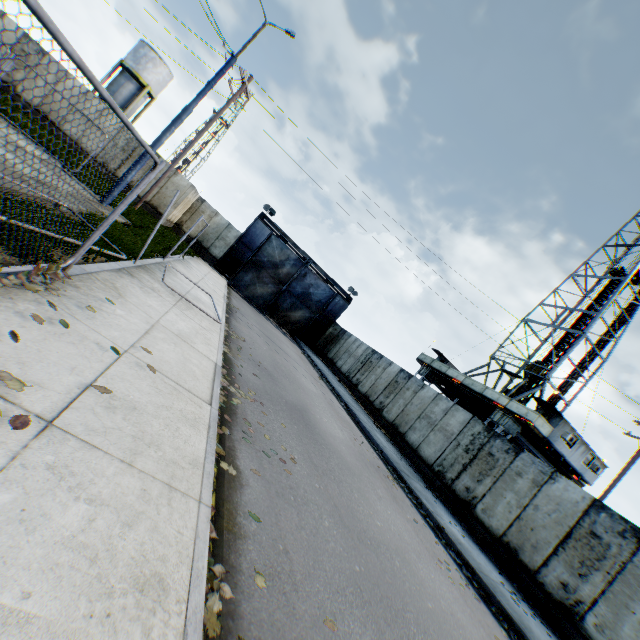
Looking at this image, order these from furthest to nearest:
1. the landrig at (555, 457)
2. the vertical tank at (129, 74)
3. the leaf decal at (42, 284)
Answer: the vertical tank at (129, 74) < the landrig at (555, 457) < the leaf decal at (42, 284)

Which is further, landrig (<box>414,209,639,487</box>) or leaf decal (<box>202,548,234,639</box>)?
landrig (<box>414,209,639,487</box>)

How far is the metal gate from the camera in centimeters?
2628cm

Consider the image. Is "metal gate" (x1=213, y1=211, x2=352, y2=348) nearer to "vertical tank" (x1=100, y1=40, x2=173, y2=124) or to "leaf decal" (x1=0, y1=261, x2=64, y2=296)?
"vertical tank" (x1=100, y1=40, x2=173, y2=124)

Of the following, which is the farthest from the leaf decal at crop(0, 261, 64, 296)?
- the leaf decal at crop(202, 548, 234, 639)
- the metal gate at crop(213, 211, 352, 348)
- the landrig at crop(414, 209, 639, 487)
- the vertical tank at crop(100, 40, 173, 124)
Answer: the vertical tank at crop(100, 40, 173, 124)

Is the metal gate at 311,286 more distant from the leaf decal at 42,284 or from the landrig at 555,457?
the leaf decal at 42,284

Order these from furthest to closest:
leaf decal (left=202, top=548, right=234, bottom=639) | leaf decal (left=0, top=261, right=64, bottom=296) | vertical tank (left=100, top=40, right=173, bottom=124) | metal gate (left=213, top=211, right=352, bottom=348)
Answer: vertical tank (left=100, top=40, right=173, bottom=124), metal gate (left=213, top=211, right=352, bottom=348), leaf decal (left=0, top=261, right=64, bottom=296), leaf decal (left=202, top=548, right=234, bottom=639)

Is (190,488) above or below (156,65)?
below
